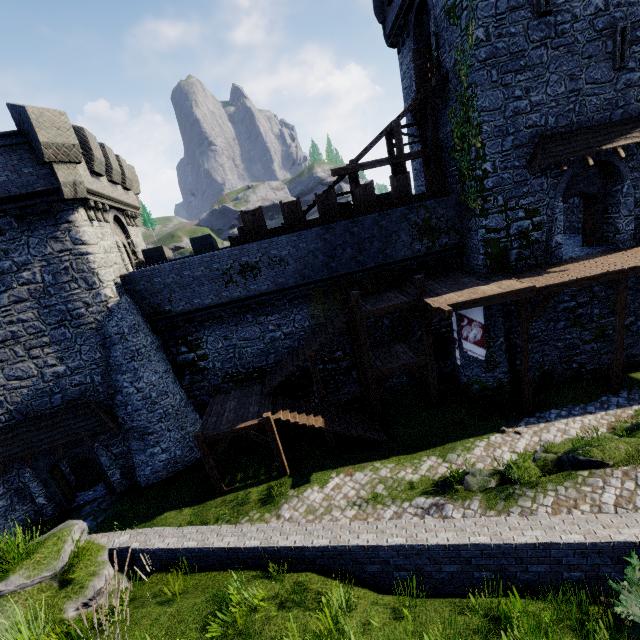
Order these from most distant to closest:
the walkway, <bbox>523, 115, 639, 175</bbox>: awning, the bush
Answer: <bbox>523, 115, 639, 175</bbox>: awning
the walkway
the bush

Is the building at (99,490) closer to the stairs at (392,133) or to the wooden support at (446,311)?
the stairs at (392,133)

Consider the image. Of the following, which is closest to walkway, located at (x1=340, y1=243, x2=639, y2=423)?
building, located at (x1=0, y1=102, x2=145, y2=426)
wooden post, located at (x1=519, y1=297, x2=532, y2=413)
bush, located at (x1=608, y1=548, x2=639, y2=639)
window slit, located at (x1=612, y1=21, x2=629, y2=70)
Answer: wooden post, located at (x1=519, y1=297, x2=532, y2=413)

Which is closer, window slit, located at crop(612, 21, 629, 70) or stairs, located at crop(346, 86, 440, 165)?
window slit, located at crop(612, 21, 629, 70)

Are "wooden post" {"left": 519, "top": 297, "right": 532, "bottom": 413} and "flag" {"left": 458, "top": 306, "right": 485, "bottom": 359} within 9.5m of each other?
yes

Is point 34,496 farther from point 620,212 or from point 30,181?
point 620,212

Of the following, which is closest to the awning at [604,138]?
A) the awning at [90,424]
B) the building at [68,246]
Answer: the building at [68,246]

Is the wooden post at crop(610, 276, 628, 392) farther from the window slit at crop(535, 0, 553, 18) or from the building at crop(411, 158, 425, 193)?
the window slit at crop(535, 0, 553, 18)
